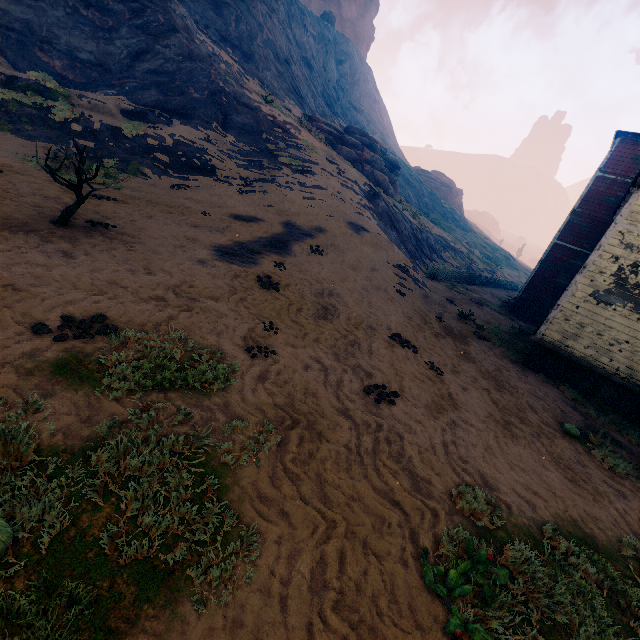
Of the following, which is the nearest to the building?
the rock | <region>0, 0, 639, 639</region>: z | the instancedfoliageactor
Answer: <region>0, 0, 639, 639</region>: z

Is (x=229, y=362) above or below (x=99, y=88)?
below

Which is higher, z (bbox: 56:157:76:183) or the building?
the building

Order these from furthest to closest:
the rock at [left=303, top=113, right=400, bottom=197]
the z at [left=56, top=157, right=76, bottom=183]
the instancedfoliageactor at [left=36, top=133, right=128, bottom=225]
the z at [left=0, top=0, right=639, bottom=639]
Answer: the rock at [left=303, top=113, right=400, bottom=197]
the z at [left=56, top=157, right=76, bottom=183]
the instancedfoliageactor at [left=36, top=133, right=128, bottom=225]
the z at [left=0, top=0, right=639, bottom=639]

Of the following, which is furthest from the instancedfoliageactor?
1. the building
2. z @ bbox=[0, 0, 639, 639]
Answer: the building

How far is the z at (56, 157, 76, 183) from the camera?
11.0 meters

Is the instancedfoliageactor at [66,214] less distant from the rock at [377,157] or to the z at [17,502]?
the z at [17,502]

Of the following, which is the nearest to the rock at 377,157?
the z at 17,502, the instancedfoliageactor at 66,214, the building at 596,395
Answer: the z at 17,502
